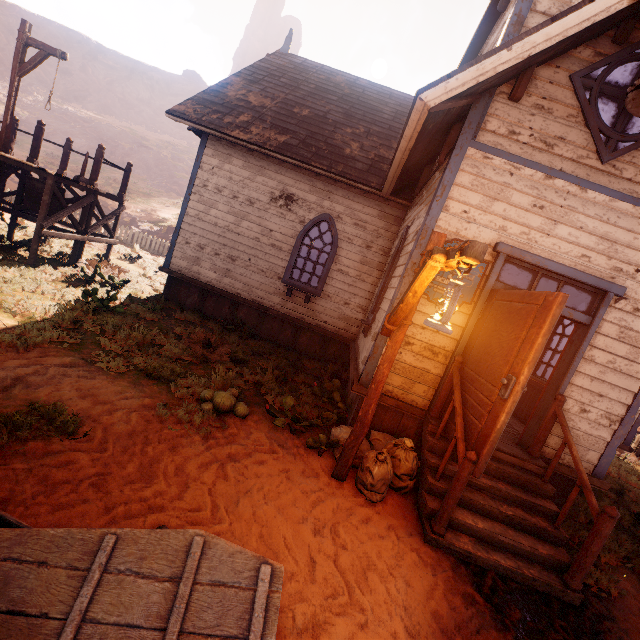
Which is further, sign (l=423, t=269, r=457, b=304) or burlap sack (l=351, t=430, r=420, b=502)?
sign (l=423, t=269, r=457, b=304)

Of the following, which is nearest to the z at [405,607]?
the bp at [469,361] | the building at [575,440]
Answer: the building at [575,440]

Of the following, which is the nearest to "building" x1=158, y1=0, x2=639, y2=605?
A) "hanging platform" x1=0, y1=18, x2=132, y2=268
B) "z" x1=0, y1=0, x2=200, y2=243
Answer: "z" x1=0, y1=0, x2=200, y2=243

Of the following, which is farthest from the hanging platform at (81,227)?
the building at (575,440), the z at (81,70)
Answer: the building at (575,440)

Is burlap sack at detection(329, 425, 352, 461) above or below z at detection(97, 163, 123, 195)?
below

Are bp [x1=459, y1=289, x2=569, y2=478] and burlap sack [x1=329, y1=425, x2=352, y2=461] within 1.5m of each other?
yes

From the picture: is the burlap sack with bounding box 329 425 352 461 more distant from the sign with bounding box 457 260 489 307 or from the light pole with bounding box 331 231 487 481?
the sign with bounding box 457 260 489 307

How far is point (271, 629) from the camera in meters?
1.8
